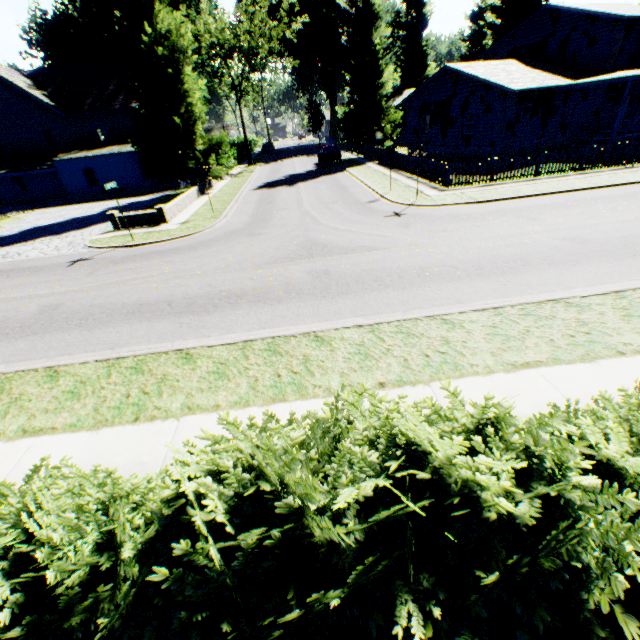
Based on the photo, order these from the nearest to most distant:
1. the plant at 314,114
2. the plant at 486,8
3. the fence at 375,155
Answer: the fence at 375,155 → the plant at 486,8 → the plant at 314,114

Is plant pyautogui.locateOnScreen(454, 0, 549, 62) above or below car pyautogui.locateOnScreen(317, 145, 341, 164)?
above

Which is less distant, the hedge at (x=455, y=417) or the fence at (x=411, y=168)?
the hedge at (x=455, y=417)

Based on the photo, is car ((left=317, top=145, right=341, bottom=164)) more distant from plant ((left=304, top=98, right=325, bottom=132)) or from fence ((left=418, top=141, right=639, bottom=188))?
fence ((left=418, top=141, right=639, bottom=188))

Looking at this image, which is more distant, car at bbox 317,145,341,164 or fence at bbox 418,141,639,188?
car at bbox 317,145,341,164

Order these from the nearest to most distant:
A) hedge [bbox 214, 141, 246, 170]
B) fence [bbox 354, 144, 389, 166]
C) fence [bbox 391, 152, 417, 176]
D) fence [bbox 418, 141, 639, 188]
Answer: fence [bbox 418, 141, 639, 188] < fence [bbox 391, 152, 417, 176] < fence [bbox 354, 144, 389, 166] < hedge [bbox 214, 141, 246, 170]

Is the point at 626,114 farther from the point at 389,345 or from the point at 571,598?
the point at 571,598

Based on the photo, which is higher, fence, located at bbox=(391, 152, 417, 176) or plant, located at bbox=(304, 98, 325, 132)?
plant, located at bbox=(304, 98, 325, 132)
